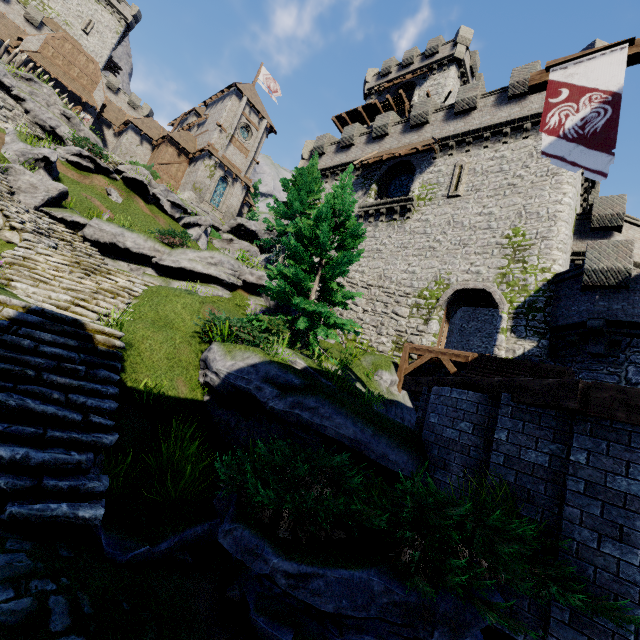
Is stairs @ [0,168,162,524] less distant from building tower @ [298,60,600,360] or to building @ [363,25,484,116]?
building tower @ [298,60,600,360]

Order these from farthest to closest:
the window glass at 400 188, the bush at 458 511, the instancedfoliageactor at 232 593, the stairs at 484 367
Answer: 1. the window glass at 400 188
2. the stairs at 484 367
3. the instancedfoliageactor at 232 593
4. the bush at 458 511

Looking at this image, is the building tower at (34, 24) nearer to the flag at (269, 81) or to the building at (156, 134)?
the building at (156, 134)

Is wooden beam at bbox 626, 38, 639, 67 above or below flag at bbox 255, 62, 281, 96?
below

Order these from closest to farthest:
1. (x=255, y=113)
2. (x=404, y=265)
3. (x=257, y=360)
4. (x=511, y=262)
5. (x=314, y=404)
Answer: (x=314, y=404)
(x=257, y=360)
(x=511, y=262)
(x=404, y=265)
(x=255, y=113)

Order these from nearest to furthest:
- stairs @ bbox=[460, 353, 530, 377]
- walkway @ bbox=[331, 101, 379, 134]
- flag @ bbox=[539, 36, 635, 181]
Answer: flag @ bbox=[539, 36, 635, 181], stairs @ bbox=[460, 353, 530, 377], walkway @ bbox=[331, 101, 379, 134]

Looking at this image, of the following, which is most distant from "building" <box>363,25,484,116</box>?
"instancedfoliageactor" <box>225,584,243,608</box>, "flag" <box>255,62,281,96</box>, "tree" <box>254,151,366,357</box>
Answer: "instancedfoliageactor" <box>225,584,243,608</box>

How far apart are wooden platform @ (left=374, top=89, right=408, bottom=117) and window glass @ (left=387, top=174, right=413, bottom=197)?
13.1 meters
